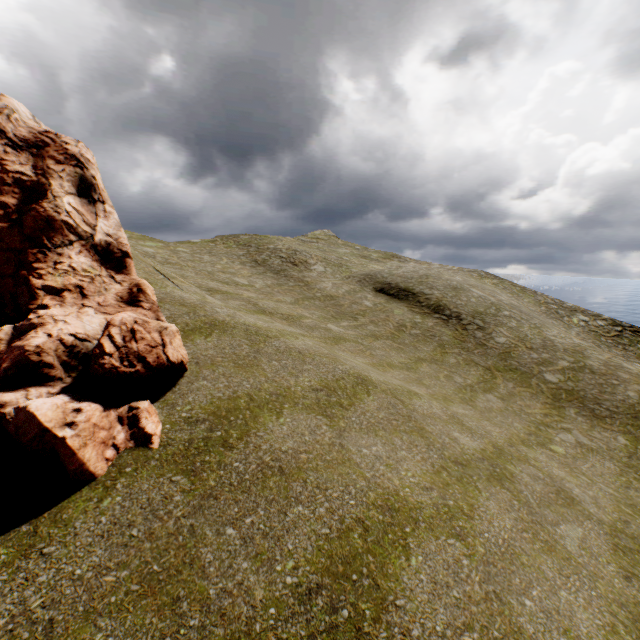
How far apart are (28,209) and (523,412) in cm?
1887
